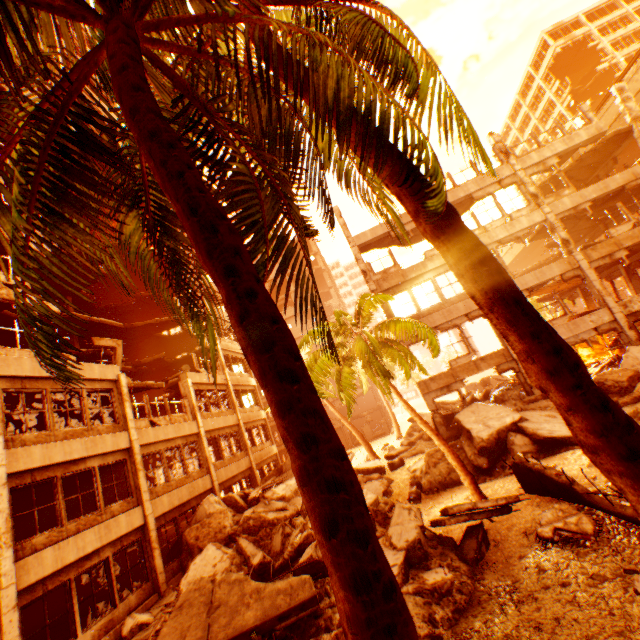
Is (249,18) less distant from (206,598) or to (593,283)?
(206,598)

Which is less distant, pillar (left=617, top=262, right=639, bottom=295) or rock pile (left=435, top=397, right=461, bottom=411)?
pillar (left=617, top=262, right=639, bottom=295)

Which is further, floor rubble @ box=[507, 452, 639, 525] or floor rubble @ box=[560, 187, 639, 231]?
floor rubble @ box=[560, 187, 639, 231]

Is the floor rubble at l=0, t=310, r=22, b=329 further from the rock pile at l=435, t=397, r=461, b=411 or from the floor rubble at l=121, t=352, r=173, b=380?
the rock pile at l=435, t=397, r=461, b=411

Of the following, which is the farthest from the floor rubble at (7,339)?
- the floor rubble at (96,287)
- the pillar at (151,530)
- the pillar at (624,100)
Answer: the pillar at (624,100)

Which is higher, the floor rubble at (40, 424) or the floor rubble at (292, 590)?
the floor rubble at (40, 424)

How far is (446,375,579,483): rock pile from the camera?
11.74m

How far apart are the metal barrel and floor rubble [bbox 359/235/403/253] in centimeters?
1282cm
